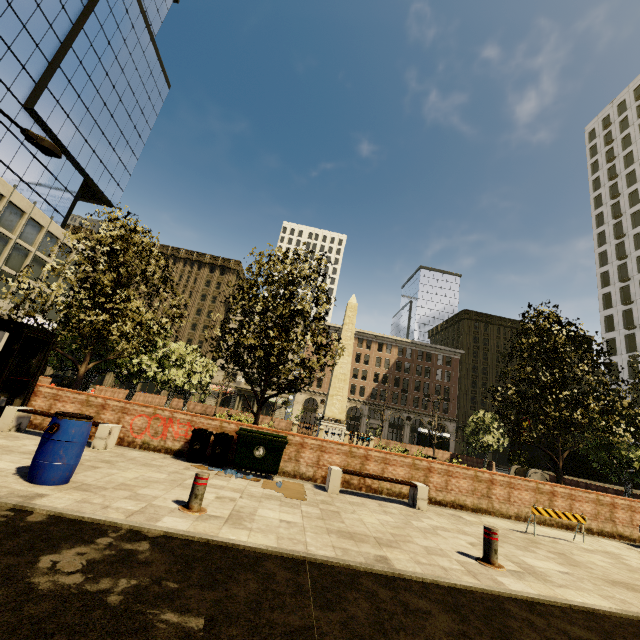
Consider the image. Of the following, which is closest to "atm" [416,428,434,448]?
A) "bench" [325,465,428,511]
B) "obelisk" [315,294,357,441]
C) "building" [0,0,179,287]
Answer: "building" [0,0,179,287]

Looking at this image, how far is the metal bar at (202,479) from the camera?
5.0m

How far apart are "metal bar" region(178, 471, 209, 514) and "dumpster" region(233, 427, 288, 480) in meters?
3.2 m

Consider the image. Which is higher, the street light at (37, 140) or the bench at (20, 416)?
the street light at (37, 140)

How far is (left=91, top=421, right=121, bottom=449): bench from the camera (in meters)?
8.22

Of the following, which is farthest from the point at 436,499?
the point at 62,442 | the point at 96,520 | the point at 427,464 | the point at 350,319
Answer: the point at 350,319

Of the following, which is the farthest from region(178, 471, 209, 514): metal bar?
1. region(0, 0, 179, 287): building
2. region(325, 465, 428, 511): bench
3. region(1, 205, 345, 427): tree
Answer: region(0, 0, 179, 287): building

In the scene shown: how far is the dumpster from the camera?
8.6 meters
